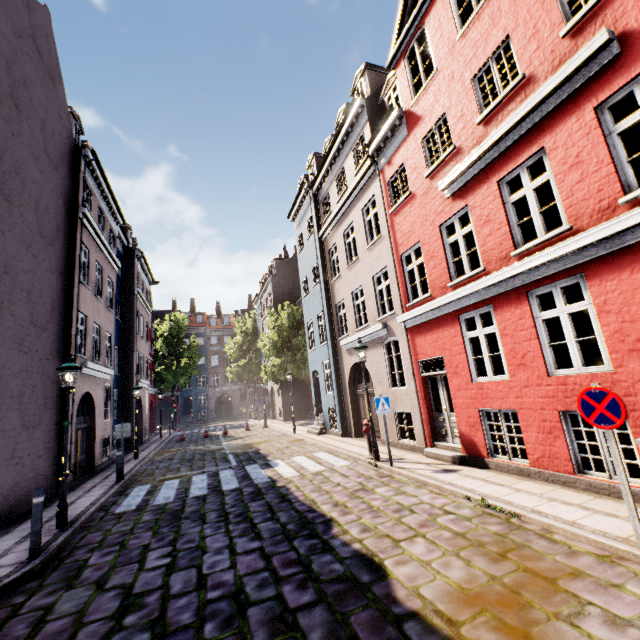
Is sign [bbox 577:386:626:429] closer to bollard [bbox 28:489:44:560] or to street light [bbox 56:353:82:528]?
A: bollard [bbox 28:489:44:560]

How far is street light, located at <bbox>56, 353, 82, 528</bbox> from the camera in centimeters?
718cm

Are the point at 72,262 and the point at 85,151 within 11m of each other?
yes

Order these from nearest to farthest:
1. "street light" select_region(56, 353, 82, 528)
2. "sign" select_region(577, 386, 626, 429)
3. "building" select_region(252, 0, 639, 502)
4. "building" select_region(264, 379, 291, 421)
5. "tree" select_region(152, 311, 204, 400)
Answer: "sign" select_region(577, 386, 626, 429) → "building" select_region(252, 0, 639, 502) → "street light" select_region(56, 353, 82, 528) → "building" select_region(264, 379, 291, 421) → "tree" select_region(152, 311, 204, 400)

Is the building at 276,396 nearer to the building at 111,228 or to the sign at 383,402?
the sign at 383,402

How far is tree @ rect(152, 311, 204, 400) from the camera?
35.4 meters

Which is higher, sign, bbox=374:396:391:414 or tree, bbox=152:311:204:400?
tree, bbox=152:311:204:400

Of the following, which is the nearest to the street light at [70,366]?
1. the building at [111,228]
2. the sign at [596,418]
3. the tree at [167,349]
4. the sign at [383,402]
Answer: the building at [111,228]
